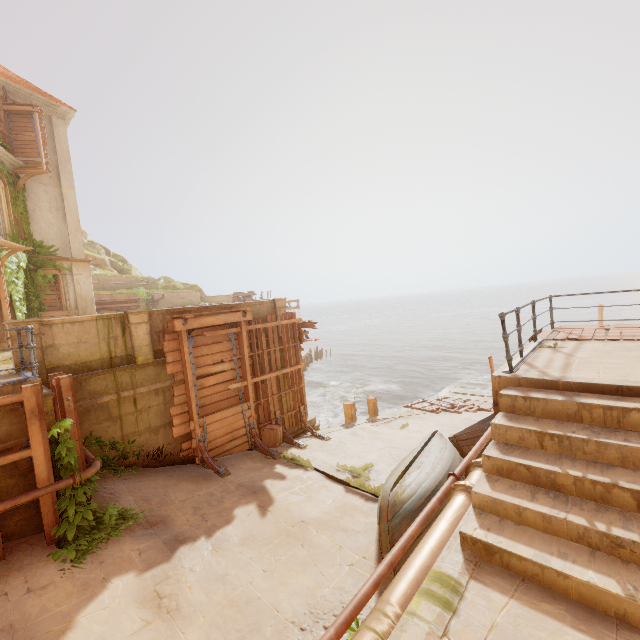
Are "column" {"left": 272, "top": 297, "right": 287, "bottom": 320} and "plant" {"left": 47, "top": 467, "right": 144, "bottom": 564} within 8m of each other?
yes

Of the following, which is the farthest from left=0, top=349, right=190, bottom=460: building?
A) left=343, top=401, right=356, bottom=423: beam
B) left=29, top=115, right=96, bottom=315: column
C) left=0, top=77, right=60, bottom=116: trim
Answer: left=0, top=77, right=60, bottom=116: trim

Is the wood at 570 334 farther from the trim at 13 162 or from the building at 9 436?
the trim at 13 162

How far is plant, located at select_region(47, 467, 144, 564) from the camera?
5.73m

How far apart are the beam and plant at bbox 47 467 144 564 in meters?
9.3 m

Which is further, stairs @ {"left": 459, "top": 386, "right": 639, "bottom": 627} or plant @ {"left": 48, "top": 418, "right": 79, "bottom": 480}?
plant @ {"left": 48, "top": 418, "right": 79, "bottom": 480}

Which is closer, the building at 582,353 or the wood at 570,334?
the building at 582,353

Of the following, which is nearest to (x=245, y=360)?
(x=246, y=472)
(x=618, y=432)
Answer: (x=246, y=472)
